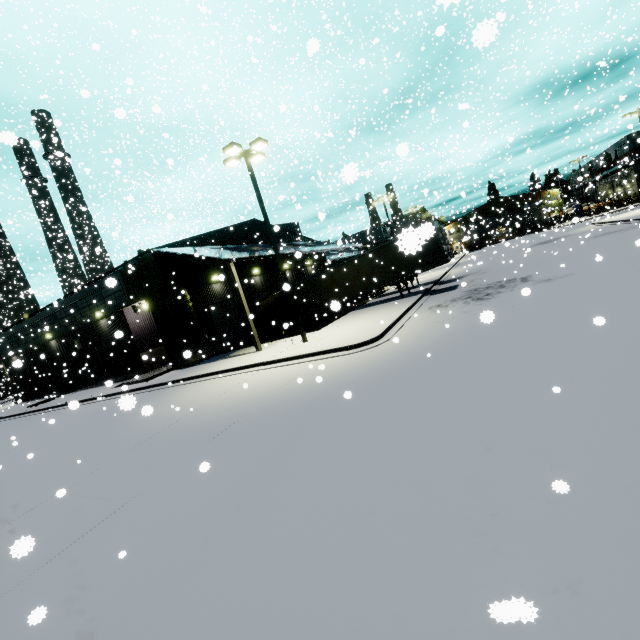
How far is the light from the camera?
14.67m

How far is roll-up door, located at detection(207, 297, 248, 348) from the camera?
24.0 meters

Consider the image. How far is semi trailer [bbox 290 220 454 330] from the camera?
4.4m

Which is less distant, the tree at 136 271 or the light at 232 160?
the light at 232 160

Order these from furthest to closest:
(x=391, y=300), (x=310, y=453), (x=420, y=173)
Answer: (x=420, y=173)
(x=391, y=300)
(x=310, y=453)

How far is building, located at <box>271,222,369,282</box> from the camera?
24.4m

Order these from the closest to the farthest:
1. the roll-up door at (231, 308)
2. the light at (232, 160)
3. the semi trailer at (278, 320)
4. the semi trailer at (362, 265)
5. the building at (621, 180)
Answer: the semi trailer at (362, 265)
the light at (232, 160)
the roll-up door at (231, 308)
the semi trailer at (278, 320)
the building at (621, 180)

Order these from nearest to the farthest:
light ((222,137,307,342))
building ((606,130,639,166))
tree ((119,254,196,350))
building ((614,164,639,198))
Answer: light ((222,137,307,342)) < tree ((119,254,196,350)) < building ((606,130,639,166)) < building ((614,164,639,198))
